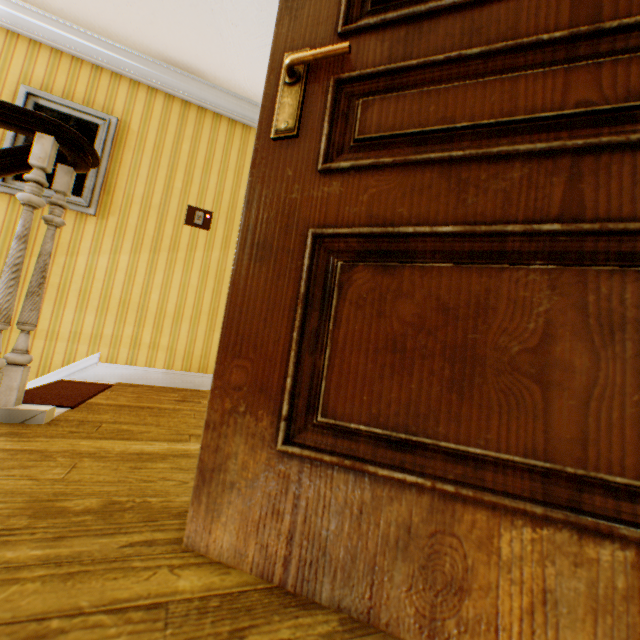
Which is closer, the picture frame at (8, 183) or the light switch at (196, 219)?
the picture frame at (8, 183)

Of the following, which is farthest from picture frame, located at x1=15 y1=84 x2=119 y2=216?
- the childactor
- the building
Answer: the childactor

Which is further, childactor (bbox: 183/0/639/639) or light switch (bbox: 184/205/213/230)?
light switch (bbox: 184/205/213/230)

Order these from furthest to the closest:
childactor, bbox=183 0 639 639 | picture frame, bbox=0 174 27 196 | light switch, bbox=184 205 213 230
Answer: light switch, bbox=184 205 213 230
picture frame, bbox=0 174 27 196
childactor, bbox=183 0 639 639

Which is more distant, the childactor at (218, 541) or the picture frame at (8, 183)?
the picture frame at (8, 183)

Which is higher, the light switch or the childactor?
the light switch

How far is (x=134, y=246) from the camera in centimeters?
312cm

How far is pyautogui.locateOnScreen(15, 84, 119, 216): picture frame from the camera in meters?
2.9
